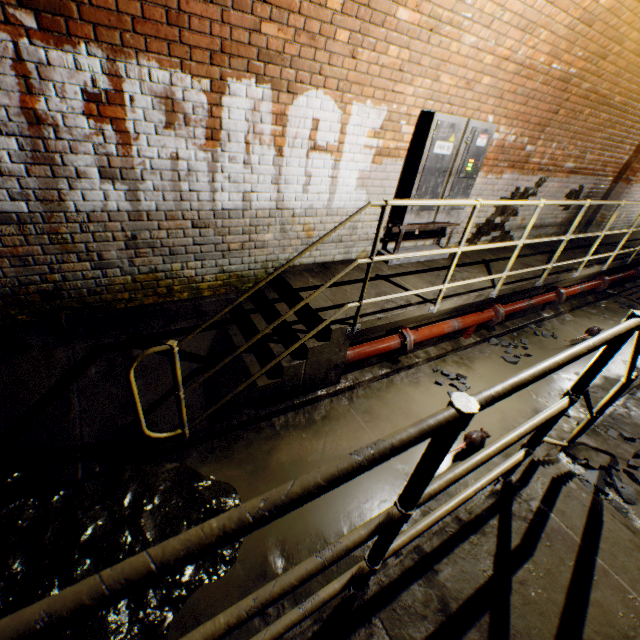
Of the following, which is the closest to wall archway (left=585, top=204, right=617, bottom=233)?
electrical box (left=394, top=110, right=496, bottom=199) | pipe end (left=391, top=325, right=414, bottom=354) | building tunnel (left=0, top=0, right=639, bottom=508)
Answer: building tunnel (left=0, top=0, right=639, bottom=508)

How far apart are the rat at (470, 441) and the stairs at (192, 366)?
1.1m

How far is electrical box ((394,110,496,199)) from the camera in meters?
3.9 m

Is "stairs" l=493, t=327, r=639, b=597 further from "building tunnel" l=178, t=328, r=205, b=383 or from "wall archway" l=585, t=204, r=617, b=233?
"wall archway" l=585, t=204, r=617, b=233

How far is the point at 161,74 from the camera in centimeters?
252cm

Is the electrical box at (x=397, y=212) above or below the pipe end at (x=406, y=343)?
above

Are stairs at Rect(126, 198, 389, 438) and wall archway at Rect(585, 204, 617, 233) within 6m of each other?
no

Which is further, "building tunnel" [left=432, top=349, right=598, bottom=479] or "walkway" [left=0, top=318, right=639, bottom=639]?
"building tunnel" [left=432, top=349, right=598, bottom=479]
